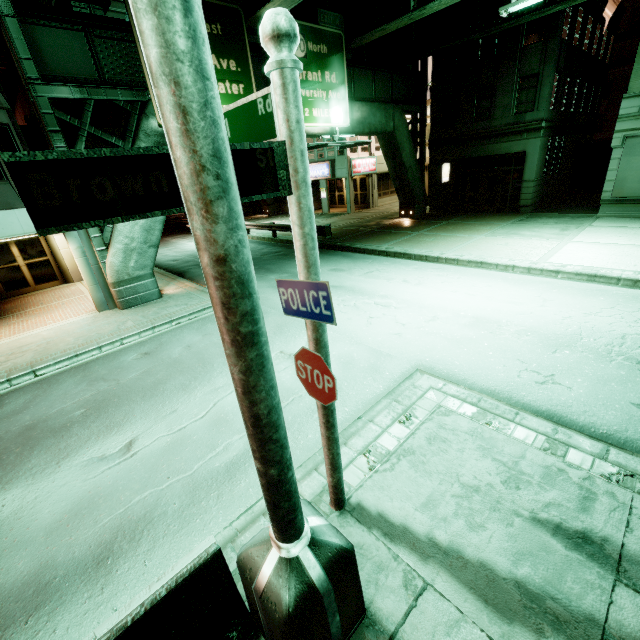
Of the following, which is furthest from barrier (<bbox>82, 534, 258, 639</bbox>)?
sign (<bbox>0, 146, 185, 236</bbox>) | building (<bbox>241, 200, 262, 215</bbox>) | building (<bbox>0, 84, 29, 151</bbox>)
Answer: building (<bbox>241, 200, 262, 215</bbox>)

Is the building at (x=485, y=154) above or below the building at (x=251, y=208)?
above

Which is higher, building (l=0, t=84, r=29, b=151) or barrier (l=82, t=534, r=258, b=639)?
building (l=0, t=84, r=29, b=151)

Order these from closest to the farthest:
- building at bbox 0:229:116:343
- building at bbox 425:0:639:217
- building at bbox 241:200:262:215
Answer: building at bbox 0:229:116:343
building at bbox 425:0:639:217
building at bbox 241:200:262:215

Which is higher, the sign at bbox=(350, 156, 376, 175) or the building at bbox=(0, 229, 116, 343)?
the sign at bbox=(350, 156, 376, 175)

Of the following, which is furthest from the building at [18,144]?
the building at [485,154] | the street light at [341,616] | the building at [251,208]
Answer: the building at [485,154]

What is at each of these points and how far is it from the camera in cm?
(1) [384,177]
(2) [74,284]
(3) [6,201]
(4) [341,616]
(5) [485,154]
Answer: (1) building, 3161
(2) building, 1606
(3) building, 1302
(4) street light, 267
(5) building, 2067

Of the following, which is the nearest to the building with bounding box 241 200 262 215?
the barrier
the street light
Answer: the street light
